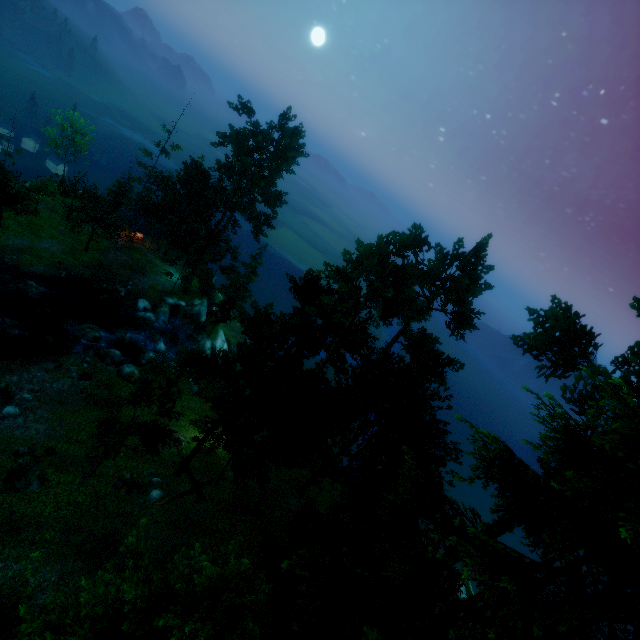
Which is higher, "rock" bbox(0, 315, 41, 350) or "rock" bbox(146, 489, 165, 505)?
"rock" bbox(146, 489, 165, 505)

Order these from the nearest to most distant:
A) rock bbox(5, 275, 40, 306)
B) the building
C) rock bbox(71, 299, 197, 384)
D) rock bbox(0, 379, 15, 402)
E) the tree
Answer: the tree
rock bbox(0, 379, 15, 402)
rock bbox(71, 299, 197, 384)
rock bbox(5, 275, 40, 306)
the building

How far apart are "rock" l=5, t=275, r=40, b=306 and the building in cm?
1360

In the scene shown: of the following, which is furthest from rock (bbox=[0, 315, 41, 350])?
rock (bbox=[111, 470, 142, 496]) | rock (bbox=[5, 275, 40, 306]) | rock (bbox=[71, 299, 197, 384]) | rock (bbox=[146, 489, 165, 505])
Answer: rock (bbox=[146, 489, 165, 505])

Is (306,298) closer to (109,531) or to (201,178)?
(109,531)

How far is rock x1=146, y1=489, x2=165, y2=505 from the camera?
19.14m

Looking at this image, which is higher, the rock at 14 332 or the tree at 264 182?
the tree at 264 182

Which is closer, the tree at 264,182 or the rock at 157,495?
the tree at 264,182
